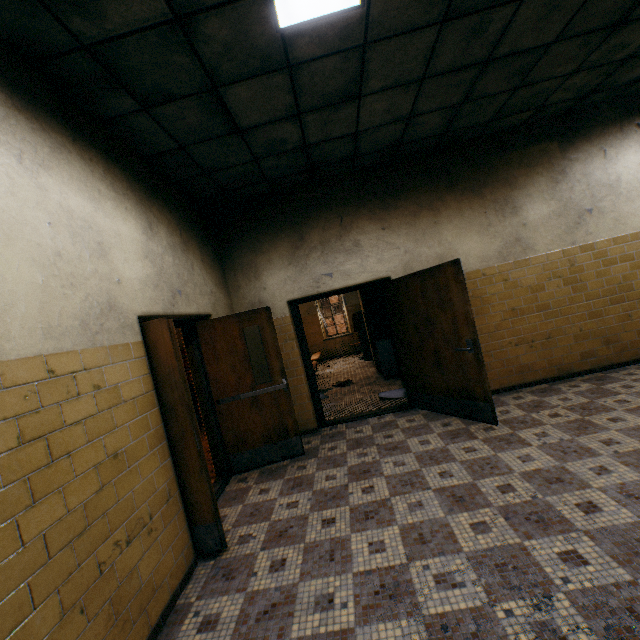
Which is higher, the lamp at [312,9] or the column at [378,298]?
the lamp at [312,9]

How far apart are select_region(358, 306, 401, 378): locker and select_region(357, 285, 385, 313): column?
0.0m

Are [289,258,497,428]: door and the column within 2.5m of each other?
no

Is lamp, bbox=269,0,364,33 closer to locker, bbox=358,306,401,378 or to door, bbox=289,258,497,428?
door, bbox=289,258,497,428

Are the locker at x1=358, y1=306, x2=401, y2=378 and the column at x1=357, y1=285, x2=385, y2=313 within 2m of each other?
yes

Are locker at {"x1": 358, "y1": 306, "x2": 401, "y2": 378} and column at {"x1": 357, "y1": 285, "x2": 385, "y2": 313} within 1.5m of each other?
yes

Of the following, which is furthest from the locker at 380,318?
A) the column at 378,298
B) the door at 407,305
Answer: the door at 407,305

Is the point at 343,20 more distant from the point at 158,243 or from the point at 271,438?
the point at 271,438
